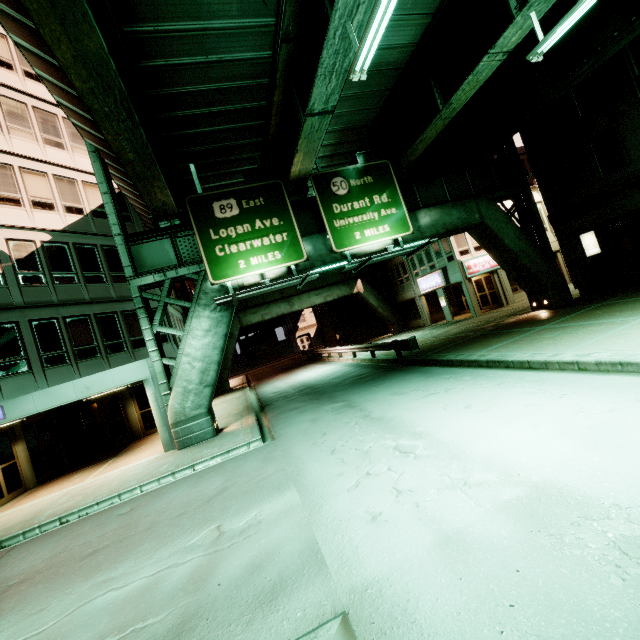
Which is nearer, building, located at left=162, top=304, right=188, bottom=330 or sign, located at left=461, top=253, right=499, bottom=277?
building, located at left=162, top=304, right=188, bottom=330

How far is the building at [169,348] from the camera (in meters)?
18.61

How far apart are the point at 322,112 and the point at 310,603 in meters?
11.6 m

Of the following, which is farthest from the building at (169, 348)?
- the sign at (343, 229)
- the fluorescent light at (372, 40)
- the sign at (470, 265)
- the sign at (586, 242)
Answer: the sign at (586, 242)

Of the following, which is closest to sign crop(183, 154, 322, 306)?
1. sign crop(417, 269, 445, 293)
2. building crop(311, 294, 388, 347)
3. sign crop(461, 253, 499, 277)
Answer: sign crop(461, 253, 499, 277)

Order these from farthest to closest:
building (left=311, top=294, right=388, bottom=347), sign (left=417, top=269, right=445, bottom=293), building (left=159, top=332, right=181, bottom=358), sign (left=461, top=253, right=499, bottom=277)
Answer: building (left=311, top=294, right=388, bottom=347), sign (left=417, top=269, right=445, bottom=293), sign (left=461, top=253, right=499, bottom=277), building (left=159, top=332, right=181, bottom=358)

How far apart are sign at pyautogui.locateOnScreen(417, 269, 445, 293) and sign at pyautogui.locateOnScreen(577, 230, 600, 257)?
9.5 meters

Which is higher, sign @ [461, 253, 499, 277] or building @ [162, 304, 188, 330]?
building @ [162, 304, 188, 330]
